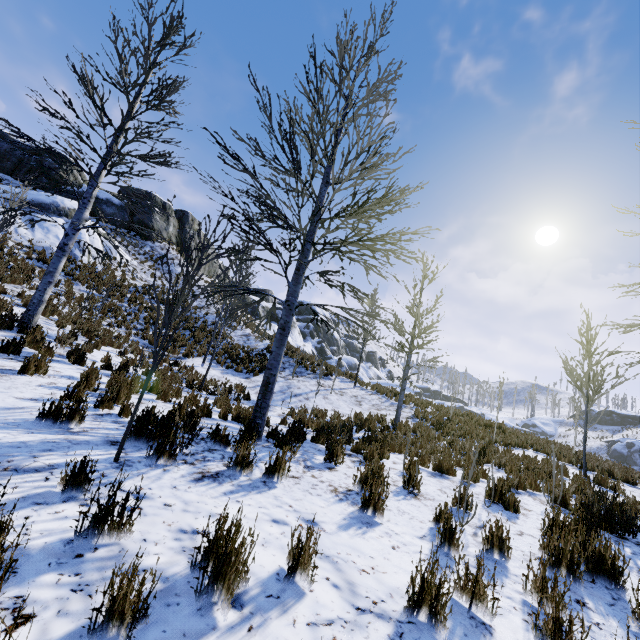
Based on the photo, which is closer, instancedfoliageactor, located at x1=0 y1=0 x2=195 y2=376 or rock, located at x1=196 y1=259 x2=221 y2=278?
instancedfoliageactor, located at x1=0 y1=0 x2=195 y2=376

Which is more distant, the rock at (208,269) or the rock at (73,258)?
the rock at (208,269)

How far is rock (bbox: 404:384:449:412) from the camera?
16.4 meters

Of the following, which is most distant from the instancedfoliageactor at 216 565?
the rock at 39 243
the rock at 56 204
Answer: the rock at 39 243

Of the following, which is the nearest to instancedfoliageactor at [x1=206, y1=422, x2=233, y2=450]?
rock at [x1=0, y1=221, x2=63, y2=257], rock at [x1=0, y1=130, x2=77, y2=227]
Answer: rock at [x1=0, y1=130, x2=77, y2=227]

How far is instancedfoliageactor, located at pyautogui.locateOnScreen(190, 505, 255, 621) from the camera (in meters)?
1.76

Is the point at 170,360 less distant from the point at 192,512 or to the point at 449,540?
the point at 192,512
